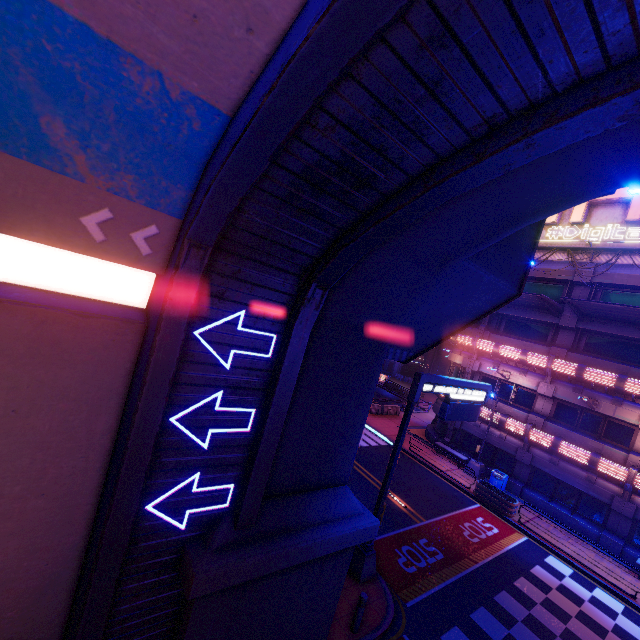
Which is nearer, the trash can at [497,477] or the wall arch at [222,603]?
the wall arch at [222,603]

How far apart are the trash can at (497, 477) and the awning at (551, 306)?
10.91m

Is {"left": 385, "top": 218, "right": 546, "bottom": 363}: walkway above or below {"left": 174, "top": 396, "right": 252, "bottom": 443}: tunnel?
above

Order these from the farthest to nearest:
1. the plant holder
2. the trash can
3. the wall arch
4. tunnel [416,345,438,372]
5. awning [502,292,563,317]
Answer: tunnel [416,345,438,372] → the trash can → awning [502,292,563,317] → the plant holder → the wall arch

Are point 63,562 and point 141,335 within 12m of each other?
yes

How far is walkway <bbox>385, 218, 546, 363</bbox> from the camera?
8.9 meters

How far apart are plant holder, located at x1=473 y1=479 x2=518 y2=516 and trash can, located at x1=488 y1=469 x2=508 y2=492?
1.16m

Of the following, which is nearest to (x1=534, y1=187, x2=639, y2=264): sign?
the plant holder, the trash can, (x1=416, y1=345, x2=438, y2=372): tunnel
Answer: the trash can
